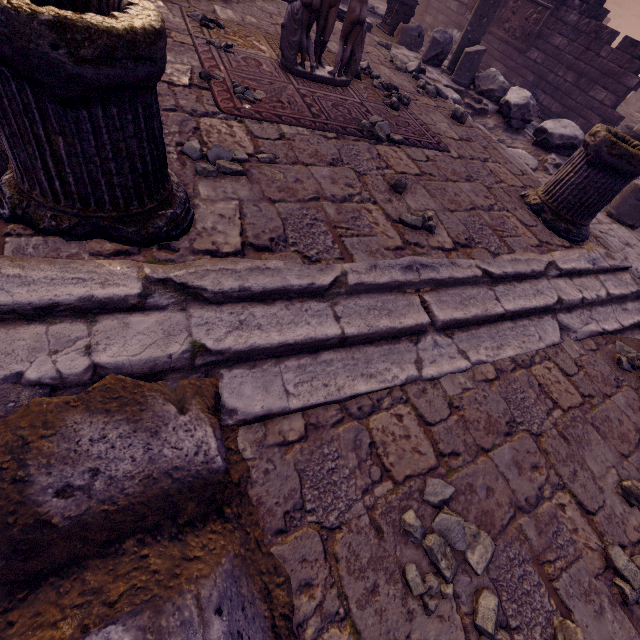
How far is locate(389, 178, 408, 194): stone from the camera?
2.9m

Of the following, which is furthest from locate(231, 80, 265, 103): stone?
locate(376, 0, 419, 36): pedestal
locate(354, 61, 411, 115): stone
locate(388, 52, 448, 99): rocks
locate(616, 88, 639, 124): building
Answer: locate(616, 88, 639, 124): building

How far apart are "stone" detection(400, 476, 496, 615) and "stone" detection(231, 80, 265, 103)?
3.4 meters

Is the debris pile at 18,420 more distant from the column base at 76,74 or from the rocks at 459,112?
the rocks at 459,112

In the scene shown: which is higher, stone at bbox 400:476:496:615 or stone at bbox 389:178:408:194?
stone at bbox 389:178:408:194

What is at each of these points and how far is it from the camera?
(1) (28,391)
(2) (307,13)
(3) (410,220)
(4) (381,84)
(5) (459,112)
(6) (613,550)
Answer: (1) building base, 1.3m
(2) sculpture, 3.5m
(3) stone, 2.6m
(4) stone, 4.7m
(5) rocks, 4.9m
(6) stone, 1.7m

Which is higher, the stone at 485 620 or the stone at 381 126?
the stone at 381 126

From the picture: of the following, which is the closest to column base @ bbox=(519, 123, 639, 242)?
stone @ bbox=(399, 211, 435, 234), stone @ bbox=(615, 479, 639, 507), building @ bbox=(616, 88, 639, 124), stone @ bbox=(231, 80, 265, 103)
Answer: stone @ bbox=(399, 211, 435, 234)
